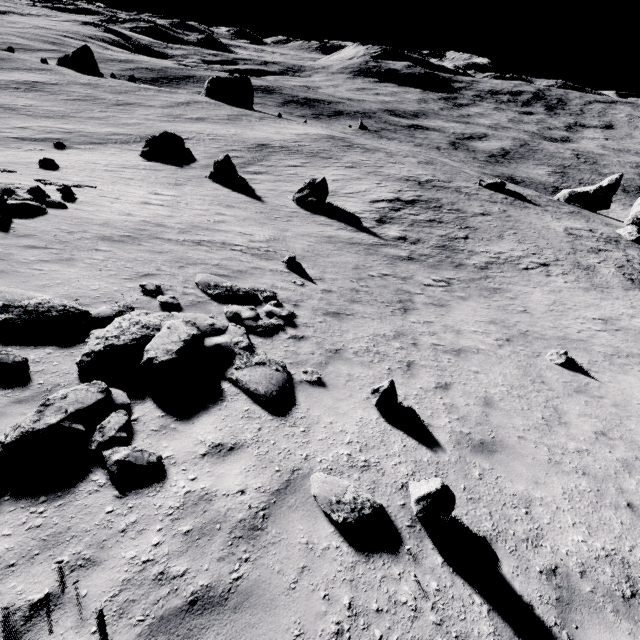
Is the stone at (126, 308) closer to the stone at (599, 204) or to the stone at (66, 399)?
the stone at (66, 399)

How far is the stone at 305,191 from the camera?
24.55m

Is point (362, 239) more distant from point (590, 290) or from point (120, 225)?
point (590, 290)

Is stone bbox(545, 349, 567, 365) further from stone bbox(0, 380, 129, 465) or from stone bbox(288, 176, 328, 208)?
stone bbox(288, 176, 328, 208)

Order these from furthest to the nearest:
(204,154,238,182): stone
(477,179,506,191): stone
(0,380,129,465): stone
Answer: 1. (477,179,506,191): stone
2. (204,154,238,182): stone
3. (0,380,129,465): stone

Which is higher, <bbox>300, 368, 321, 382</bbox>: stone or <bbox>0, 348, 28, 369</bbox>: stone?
<bbox>0, 348, 28, 369</bbox>: stone

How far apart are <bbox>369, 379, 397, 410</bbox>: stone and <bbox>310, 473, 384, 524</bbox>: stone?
2.13m

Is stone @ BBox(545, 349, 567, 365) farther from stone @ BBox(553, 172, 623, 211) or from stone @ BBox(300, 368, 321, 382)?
stone @ BBox(553, 172, 623, 211)
